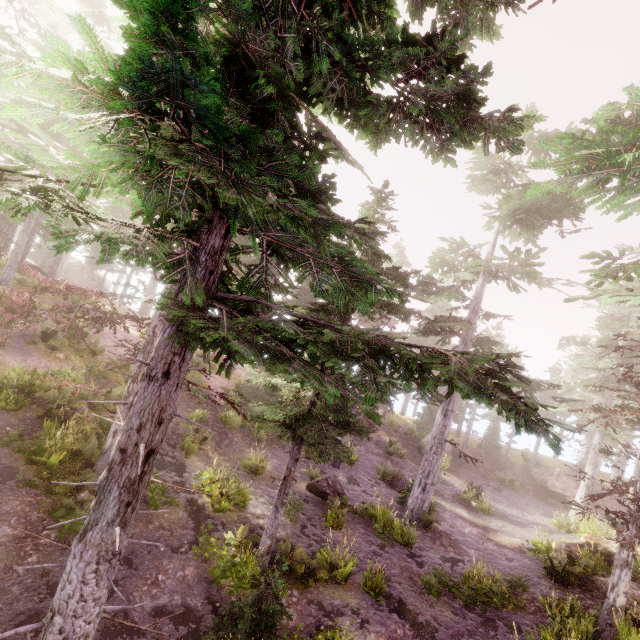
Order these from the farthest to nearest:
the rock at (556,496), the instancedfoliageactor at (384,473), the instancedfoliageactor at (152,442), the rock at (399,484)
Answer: the rock at (556,496), the instancedfoliageactor at (384,473), the rock at (399,484), the instancedfoliageactor at (152,442)

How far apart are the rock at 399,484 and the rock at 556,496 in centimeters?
1423cm

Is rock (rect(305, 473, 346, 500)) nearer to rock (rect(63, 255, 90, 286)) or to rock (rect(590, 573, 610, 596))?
rock (rect(590, 573, 610, 596))

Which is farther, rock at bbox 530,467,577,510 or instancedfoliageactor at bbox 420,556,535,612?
rock at bbox 530,467,577,510

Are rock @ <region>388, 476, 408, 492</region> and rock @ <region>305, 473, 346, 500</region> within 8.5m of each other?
yes

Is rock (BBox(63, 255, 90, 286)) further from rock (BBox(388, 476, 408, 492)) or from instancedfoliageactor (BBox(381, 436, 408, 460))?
rock (BBox(388, 476, 408, 492))

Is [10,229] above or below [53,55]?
below

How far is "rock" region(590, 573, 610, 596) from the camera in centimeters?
1139cm
